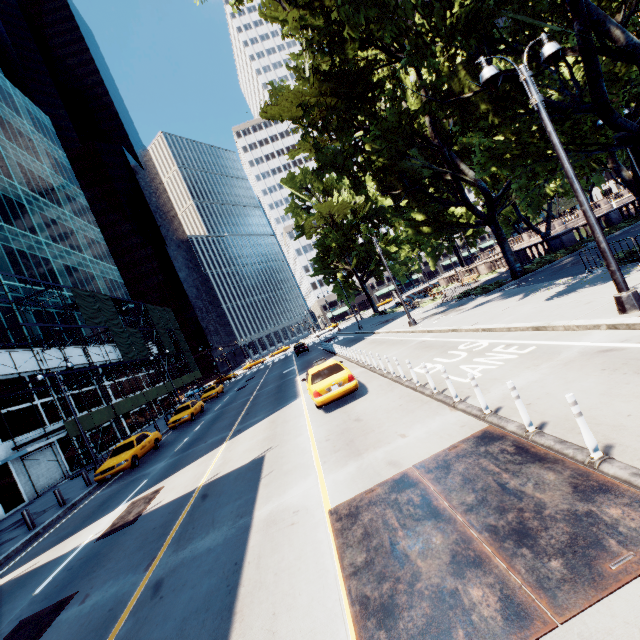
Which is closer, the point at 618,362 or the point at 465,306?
the point at 618,362

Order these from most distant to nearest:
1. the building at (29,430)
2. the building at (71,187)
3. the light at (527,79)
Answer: the building at (71,187) < the building at (29,430) < the light at (527,79)

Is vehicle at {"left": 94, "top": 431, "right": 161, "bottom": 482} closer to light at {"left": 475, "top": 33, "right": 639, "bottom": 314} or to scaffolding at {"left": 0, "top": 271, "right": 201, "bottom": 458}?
scaffolding at {"left": 0, "top": 271, "right": 201, "bottom": 458}

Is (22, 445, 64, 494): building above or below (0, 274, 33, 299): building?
below

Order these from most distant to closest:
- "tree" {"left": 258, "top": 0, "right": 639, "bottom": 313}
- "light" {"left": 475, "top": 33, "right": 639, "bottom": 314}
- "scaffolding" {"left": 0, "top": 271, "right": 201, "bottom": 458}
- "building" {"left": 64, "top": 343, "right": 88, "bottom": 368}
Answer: "building" {"left": 64, "top": 343, "right": 88, "bottom": 368}, "scaffolding" {"left": 0, "top": 271, "right": 201, "bottom": 458}, "tree" {"left": 258, "top": 0, "right": 639, "bottom": 313}, "light" {"left": 475, "top": 33, "right": 639, "bottom": 314}

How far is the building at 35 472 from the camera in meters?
23.0 m

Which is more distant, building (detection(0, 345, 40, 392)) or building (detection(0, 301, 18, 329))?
building (detection(0, 301, 18, 329))
